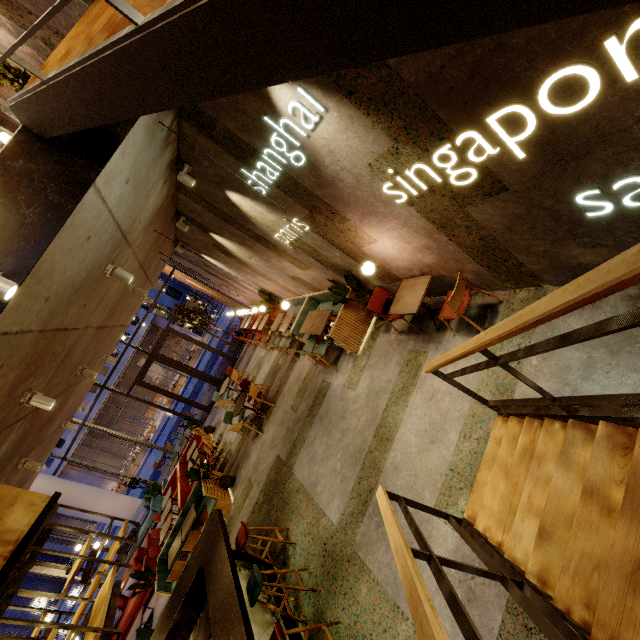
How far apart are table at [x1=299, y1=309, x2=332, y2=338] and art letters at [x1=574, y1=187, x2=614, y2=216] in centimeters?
487cm

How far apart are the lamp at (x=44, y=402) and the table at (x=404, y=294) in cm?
495

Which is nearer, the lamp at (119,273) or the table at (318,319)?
the lamp at (119,273)

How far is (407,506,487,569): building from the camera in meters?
3.2 m

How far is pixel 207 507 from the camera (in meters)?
8.48

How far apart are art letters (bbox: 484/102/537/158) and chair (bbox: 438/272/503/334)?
1.3m

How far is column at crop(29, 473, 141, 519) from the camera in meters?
13.4 m

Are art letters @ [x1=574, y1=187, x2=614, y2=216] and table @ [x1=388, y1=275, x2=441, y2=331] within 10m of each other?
yes
